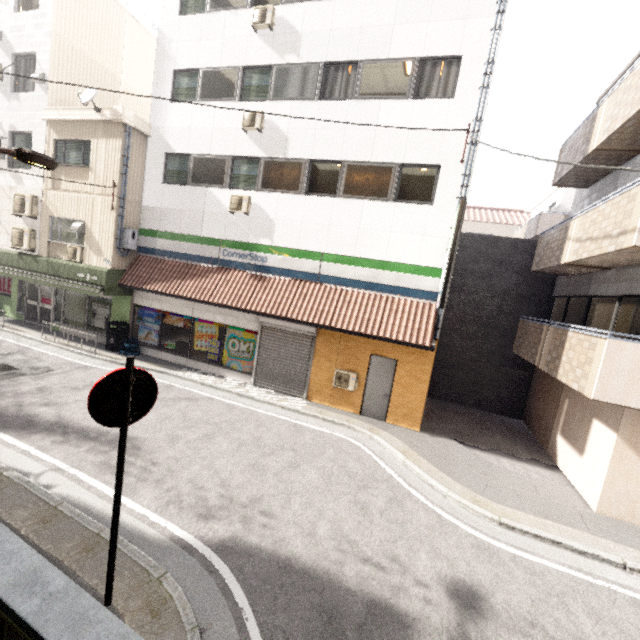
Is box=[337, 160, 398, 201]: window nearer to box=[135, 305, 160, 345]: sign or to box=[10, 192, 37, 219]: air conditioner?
box=[135, 305, 160, 345]: sign

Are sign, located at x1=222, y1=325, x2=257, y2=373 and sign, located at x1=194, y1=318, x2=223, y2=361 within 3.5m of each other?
yes

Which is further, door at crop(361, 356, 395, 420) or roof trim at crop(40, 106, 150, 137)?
roof trim at crop(40, 106, 150, 137)

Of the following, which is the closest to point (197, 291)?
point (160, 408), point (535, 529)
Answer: point (160, 408)

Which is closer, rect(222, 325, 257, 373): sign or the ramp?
the ramp

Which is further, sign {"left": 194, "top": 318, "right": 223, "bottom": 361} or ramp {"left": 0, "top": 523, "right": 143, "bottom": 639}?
sign {"left": 194, "top": 318, "right": 223, "bottom": 361}

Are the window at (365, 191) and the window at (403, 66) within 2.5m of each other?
yes

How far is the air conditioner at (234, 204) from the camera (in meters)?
11.18
